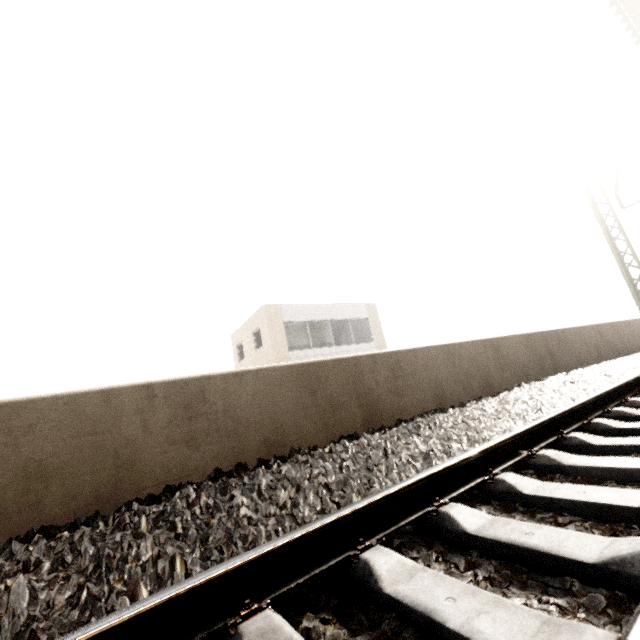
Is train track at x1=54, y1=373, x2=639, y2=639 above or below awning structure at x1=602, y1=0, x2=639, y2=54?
below

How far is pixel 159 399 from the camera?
2.7 meters

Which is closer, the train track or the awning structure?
the train track

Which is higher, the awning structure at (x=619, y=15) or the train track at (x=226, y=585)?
the awning structure at (x=619, y=15)

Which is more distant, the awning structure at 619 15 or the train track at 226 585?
the awning structure at 619 15
